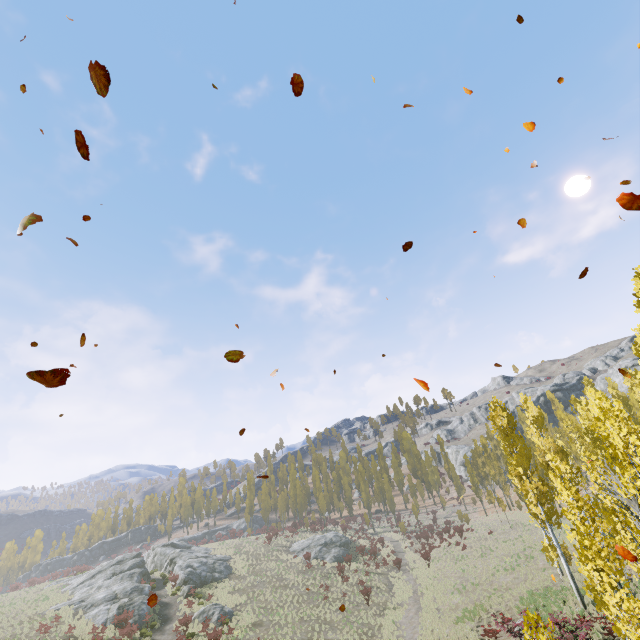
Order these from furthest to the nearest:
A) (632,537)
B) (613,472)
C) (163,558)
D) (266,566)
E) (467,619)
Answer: (163,558) → (266,566) → (467,619) → (613,472) → (632,537)

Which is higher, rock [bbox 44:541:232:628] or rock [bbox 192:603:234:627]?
rock [bbox 44:541:232:628]

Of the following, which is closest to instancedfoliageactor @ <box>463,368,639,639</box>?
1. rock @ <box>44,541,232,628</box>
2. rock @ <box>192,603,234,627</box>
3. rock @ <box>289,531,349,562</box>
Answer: rock @ <box>289,531,349,562</box>

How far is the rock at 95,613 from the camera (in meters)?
29.20

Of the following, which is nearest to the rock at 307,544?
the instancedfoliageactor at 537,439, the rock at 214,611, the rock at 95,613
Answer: the instancedfoliageactor at 537,439

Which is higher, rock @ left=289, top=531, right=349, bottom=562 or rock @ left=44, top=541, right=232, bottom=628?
rock @ left=44, top=541, right=232, bottom=628

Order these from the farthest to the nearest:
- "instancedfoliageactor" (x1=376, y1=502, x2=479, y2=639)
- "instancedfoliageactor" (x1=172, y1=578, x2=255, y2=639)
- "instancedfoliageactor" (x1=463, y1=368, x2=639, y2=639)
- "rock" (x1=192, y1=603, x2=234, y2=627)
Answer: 1. "rock" (x1=192, y1=603, x2=234, y2=627)
2. "instancedfoliageactor" (x1=172, y1=578, x2=255, y2=639)
3. "instancedfoliageactor" (x1=376, y1=502, x2=479, y2=639)
4. "instancedfoliageactor" (x1=463, y1=368, x2=639, y2=639)
